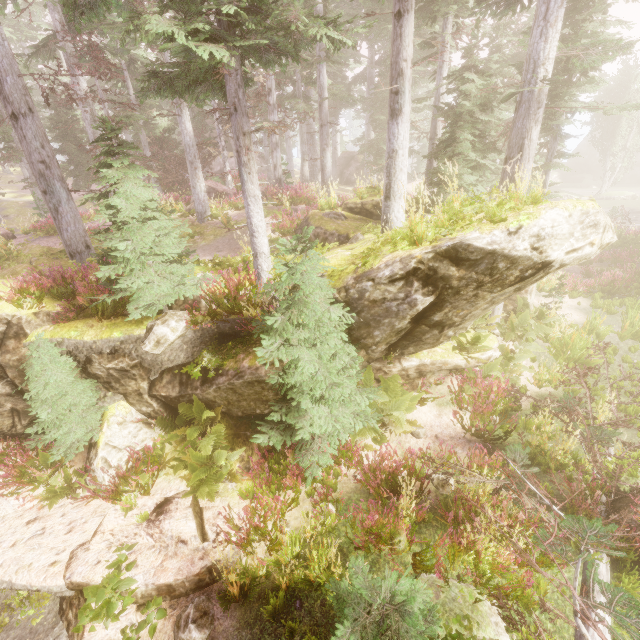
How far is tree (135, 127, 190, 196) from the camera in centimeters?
2239cm

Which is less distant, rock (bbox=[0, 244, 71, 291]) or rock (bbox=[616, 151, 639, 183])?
rock (bbox=[0, 244, 71, 291])

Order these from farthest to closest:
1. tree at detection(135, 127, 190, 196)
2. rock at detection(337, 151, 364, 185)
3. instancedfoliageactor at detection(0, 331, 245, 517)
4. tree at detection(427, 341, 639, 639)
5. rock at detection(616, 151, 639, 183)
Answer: rock at detection(616, 151, 639, 183), rock at detection(337, 151, 364, 185), tree at detection(135, 127, 190, 196), instancedfoliageactor at detection(0, 331, 245, 517), tree at detection(427, 341, 639, 639)

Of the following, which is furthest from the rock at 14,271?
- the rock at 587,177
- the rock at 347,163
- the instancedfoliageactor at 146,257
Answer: the rock at 587,177

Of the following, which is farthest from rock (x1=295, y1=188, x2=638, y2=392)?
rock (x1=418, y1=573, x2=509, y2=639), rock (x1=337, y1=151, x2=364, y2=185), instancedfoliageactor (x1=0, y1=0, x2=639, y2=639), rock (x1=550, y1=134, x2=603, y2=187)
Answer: rock (x1=550, y1=134, x2=603, y2=187)

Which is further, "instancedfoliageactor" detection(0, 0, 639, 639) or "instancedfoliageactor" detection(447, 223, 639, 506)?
"instancedfoliageactor" detection(447, 223, 639, 506)

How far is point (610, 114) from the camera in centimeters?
1119cm

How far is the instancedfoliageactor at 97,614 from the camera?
4.8m
